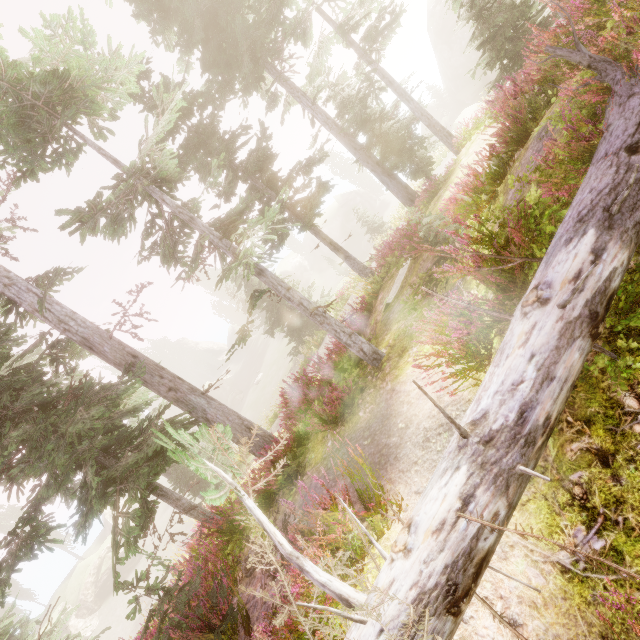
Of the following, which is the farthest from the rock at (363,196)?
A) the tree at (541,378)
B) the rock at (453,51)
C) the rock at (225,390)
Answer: the tree at (541,378)

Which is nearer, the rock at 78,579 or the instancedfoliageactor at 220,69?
the instancedfoliageactor at 220,69

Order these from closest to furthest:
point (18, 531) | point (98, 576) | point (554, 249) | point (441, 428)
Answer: point (554, 249) → point (441, 428) → point (98, 576) → point (18, 531)

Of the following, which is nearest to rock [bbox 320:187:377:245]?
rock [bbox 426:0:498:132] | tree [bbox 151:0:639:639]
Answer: rock [bbox 426:0:498:132]

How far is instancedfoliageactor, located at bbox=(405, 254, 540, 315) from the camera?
3.25m

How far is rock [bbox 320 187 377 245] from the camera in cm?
5384

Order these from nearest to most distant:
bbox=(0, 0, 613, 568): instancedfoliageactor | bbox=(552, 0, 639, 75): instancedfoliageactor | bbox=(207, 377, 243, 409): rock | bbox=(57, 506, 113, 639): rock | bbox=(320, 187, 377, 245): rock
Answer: bbox=(552, 0, 639, 75): instancedfoliageactor
bbox=(0, 0, 613, 568): instancedfoliageactor
bbox=(57, 506, 113, 639): rock
bbox=(207, 377, 243, 409): rock
bbox=(320, 187, 377, 245): rock

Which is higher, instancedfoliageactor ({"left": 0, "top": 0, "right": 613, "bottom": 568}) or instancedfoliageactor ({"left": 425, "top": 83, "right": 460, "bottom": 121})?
instancedfoliageactor ({"left": 0, "top": 0, "right": 613, "bottom": 568})
